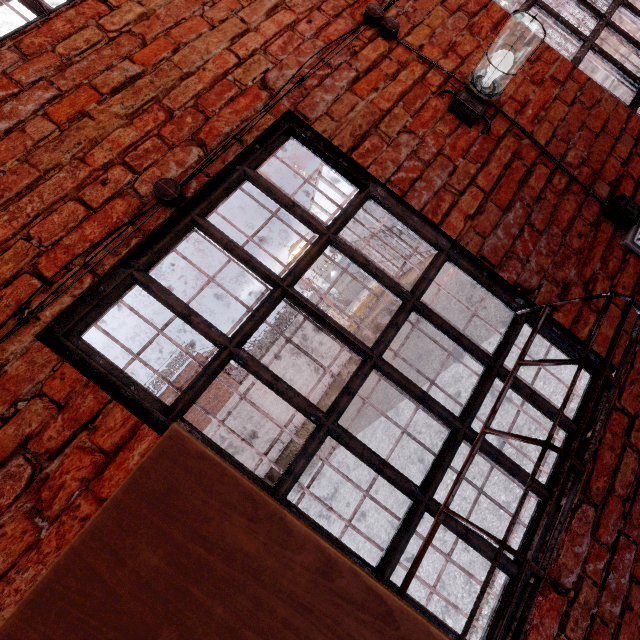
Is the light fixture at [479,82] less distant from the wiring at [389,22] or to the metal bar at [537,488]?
the wiring at [389,22]

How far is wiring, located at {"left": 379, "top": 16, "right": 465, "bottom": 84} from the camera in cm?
168

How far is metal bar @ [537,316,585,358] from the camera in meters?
1.5

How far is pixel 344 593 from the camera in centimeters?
71cm

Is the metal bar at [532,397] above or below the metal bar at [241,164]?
below

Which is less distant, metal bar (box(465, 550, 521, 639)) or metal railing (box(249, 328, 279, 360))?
metal bar (box(465, 550, 521, 639))

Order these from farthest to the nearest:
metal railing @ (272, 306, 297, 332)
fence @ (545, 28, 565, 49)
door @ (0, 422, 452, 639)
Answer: fence @ (545, 28, 565, 49) → metal railing @ (272, 306, 297, 332) → door @ (0, 422, 452, 639)

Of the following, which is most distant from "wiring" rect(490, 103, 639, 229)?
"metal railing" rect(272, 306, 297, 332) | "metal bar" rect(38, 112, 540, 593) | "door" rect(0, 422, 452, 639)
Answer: "metal railing" rect(272, 306, 297, 332)
